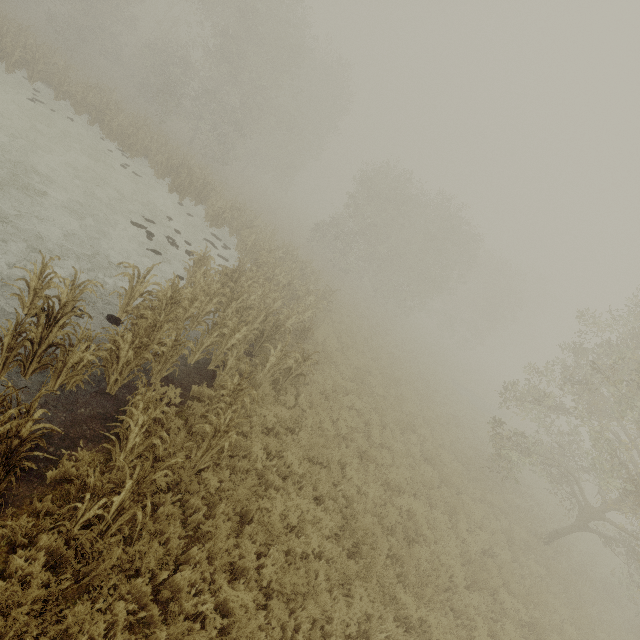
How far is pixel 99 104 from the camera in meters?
19.4 m
